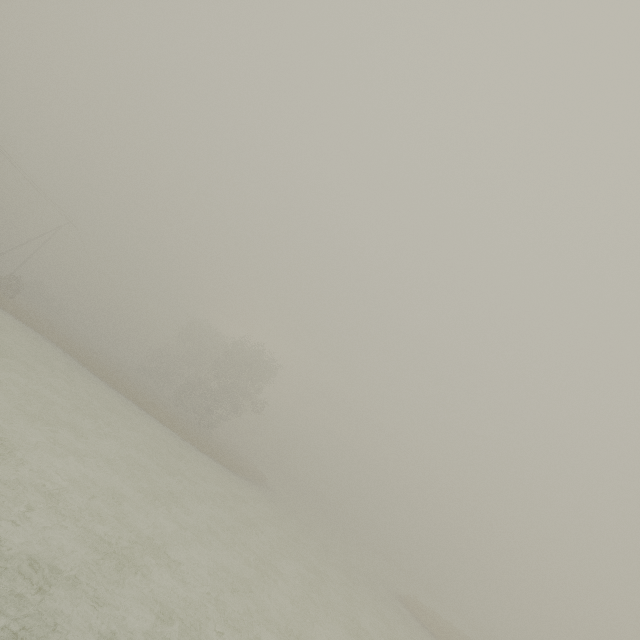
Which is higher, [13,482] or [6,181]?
[6,181]
